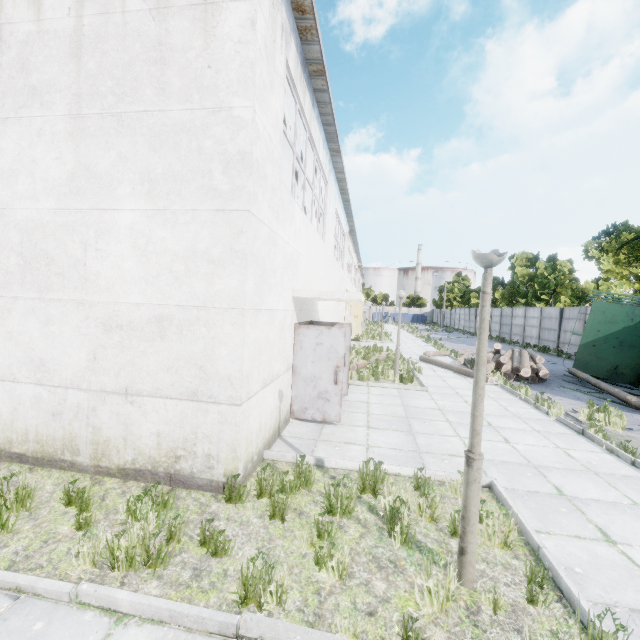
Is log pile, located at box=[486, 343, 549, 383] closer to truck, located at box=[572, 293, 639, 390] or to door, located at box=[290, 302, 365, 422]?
truck, located at box=[572, 293, 639, 390]

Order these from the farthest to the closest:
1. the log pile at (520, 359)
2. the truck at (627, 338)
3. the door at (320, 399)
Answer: the truck at (627, 338) → the log pile at (520, 359) → the door at (320, 399)

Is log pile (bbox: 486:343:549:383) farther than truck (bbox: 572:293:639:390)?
No

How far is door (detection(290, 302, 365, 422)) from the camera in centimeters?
723cm

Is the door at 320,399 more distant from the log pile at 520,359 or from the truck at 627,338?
the truck at 627,338

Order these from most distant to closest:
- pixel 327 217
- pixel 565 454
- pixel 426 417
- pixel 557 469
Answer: pixel 327 217 → pixel 426 417 → pixel 565 454 → pixel 557 469

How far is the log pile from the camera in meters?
12.8
